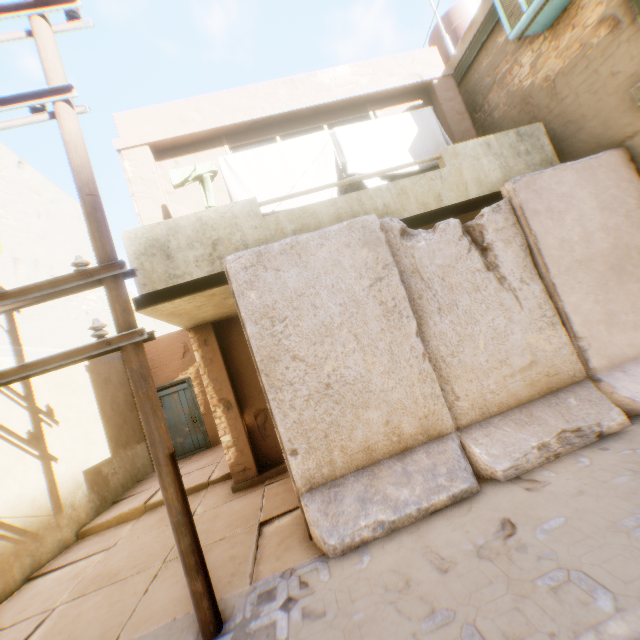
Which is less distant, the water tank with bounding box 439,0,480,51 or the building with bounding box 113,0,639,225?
the building with bounding box 113,0,639,225

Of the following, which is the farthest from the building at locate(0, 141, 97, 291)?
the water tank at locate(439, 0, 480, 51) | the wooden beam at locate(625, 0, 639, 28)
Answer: the water tank at locate(439, 0, 480, 51)

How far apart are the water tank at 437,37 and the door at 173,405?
12.6m

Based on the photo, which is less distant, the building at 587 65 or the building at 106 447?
the building at 587 65

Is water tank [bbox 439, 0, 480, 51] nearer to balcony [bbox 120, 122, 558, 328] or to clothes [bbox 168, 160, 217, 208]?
clothes [bbox 168, 160, 217, 208]

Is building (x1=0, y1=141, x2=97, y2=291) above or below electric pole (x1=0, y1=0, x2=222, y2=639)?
above

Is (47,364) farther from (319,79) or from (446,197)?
(319,79)

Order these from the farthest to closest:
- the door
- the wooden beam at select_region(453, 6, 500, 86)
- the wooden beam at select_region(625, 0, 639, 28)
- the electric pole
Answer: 1. the door
2. the wooden beam at select_region(453, 6, 500, 86)
3. the wooden beam at select_region(625, 0, 639, 28)
4. the electric pole
